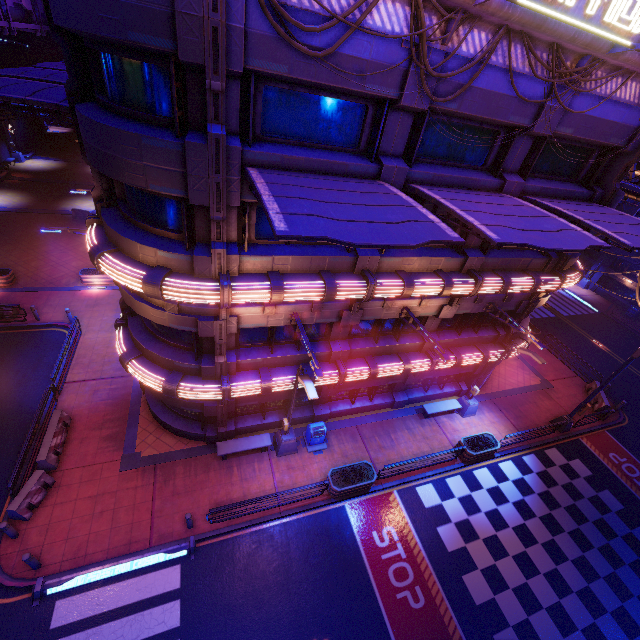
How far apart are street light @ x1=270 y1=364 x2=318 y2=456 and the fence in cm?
2073

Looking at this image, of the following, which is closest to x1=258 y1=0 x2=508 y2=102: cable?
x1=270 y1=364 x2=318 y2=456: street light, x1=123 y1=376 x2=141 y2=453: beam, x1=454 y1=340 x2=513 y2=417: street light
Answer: x1=270 y1=364 x2=318 y2=456: street light

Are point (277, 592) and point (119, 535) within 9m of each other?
yes

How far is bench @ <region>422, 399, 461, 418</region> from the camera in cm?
1866

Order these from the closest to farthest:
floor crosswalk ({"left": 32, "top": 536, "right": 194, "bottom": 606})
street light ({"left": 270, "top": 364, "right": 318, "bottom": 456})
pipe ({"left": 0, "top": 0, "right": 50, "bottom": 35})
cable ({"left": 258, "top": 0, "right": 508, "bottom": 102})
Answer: cable ({"left": 258, "top": 0, "right": 508, "bottom": 102}) → floor crosswalk ({"left": 32, "top": 536, "right": 194, "bottom": 606}) → street light ({"left": 270, "top": 364, "right": 318, "bottom": 456}) → pipe ({"left": 0, "top": 0, "right": 50, "bottom": 35})

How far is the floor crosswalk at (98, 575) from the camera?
10.7 meters

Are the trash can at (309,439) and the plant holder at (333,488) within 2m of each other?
yes

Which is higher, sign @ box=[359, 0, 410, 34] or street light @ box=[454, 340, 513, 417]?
sign @ box=[359, 0, 410, 34]
